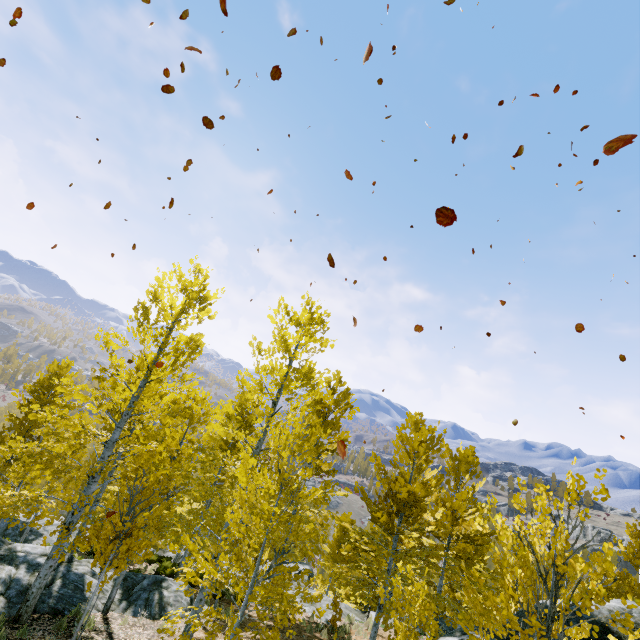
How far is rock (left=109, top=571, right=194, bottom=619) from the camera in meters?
11.1 m

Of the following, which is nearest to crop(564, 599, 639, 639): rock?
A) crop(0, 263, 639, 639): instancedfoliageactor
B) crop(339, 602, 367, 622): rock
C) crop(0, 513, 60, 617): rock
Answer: crop(0, 263, 639, 639): instancedfoliageactor

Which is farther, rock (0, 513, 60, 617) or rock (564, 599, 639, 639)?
rock (0, 513, 60, 617)

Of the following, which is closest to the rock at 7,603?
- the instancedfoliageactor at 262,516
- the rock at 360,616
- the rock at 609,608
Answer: the instancedfoliageactor at 262,516

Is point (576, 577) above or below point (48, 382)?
above

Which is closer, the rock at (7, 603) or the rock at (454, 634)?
the rock at (454, 634)
